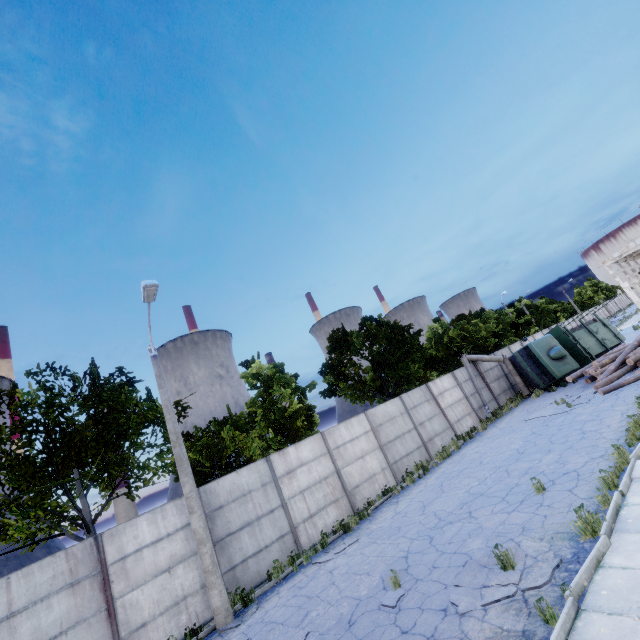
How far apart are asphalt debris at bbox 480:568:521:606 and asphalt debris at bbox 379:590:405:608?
1.1 meters

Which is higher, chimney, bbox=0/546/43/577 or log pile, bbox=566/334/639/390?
chimney, bbox=0/546/43/577

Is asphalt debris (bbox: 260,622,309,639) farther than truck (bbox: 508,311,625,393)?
No

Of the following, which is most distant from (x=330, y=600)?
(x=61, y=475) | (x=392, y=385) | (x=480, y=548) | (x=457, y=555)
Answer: (x=392, y=385)

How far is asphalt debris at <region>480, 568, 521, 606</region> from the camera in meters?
5.4 m

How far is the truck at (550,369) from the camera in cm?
2108

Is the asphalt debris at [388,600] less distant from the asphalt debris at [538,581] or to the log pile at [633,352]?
the asphalt debris at [538,581]

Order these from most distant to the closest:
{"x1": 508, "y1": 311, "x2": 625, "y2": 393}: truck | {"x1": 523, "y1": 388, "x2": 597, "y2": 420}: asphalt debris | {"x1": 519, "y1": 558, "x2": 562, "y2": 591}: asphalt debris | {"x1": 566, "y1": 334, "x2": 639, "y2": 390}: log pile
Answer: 1. {"x1": 508, "y1": 311, "x2": 625, "y2": 393}: truck
2. {"x1": 566, "y1": 334, "x2": 639, "y2": 390}: log pile
3. {"x1": 523, "y1": 388, "x2": 597, "y2": 420}: asphalt debris
4. {"x1": 519, "y1": 558, "x2": 562, "y2": 591}: asphalt debris
